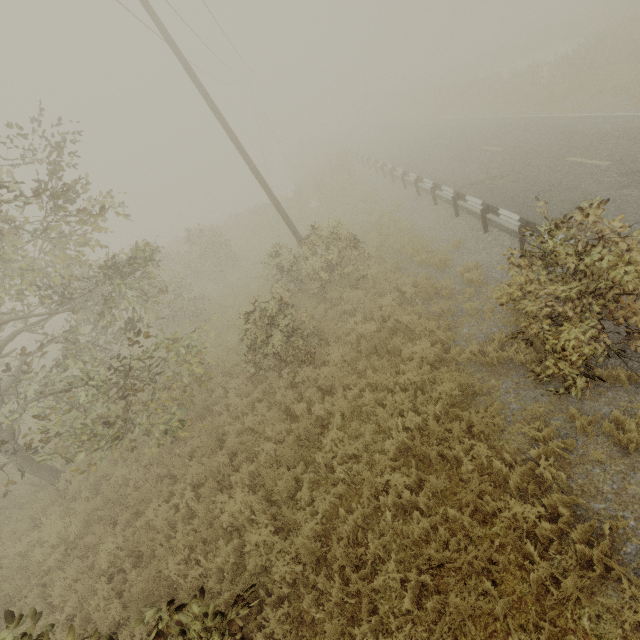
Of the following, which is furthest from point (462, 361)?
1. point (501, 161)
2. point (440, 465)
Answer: point (501, 161)

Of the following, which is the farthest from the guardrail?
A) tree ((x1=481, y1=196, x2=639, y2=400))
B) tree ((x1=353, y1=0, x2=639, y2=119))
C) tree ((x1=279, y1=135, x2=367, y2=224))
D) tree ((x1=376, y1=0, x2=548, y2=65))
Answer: tree ((x1=376, y1=0, x2=548, y2=65))

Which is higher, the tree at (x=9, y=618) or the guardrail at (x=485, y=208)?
the tree at (x=9, y=618)

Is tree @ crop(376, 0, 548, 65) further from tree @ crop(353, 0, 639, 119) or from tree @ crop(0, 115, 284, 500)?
tree @ crop(0, 115, 284, 500)

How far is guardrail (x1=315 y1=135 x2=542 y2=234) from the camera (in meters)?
8.80

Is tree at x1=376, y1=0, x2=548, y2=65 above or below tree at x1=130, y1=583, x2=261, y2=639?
above

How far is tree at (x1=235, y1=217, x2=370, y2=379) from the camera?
8.6m

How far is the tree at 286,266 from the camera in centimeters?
860cm
